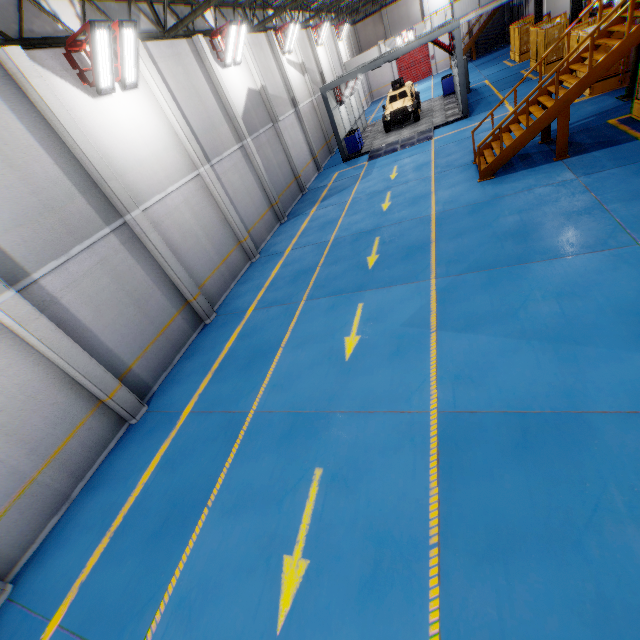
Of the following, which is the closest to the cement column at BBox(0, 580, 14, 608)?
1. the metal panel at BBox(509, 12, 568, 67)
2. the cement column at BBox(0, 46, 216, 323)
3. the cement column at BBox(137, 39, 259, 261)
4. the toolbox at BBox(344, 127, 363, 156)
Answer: the cement column at BBox(0, 46, 216, 323)

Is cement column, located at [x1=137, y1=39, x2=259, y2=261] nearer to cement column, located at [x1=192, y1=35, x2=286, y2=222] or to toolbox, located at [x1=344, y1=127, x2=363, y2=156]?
cement column, located at [x1=192, y1=35, x2=286, y2=222]

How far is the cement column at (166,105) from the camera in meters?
10.3

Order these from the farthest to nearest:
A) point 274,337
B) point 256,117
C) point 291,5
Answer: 1. point 256,117
2. point 291,5
3. point 274,337

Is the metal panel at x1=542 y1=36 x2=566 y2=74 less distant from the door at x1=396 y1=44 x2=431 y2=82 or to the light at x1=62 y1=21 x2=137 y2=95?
the door at x1=396 y1=44 x2=431 y2=82

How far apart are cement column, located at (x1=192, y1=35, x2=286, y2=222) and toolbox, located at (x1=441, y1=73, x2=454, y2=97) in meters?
18.1

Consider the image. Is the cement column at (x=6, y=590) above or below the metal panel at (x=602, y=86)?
below

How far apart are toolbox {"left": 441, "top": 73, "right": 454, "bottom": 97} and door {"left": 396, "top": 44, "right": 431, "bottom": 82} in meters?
18.8
